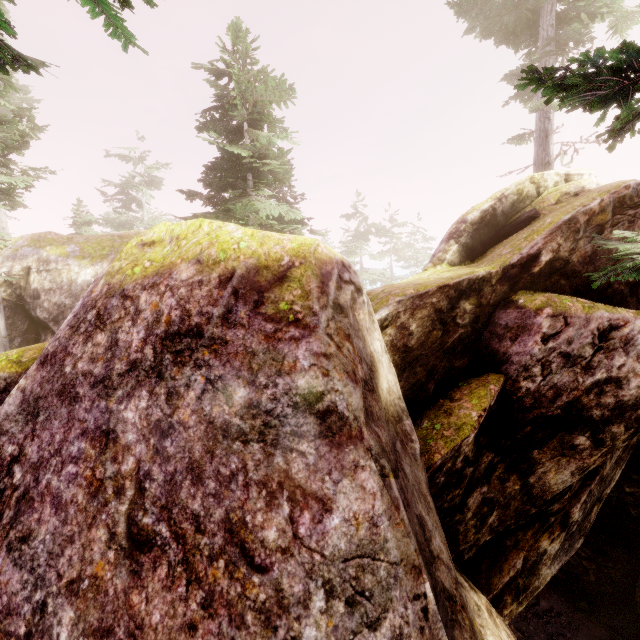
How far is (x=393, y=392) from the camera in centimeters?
475cm

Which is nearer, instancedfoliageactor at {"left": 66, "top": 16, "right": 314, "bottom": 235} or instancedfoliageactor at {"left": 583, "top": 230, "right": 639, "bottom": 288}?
instancedfoliageactor at {"left": 583, "top": 230, "right": 639, "bottom": 288}

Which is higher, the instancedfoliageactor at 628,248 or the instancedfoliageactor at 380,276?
the instancedfoliageactor at 380,276

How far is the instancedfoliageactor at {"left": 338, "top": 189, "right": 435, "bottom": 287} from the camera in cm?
3731

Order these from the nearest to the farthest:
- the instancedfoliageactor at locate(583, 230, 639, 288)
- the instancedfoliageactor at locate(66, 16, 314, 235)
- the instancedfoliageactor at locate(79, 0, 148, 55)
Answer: the instancedfoliageactor at locate(79, 0, 148, 55), the instancedfoliageactor at locate(583, 230, 639, 288), the instancedfoliageactor at locate(66, 16, 314, 235)

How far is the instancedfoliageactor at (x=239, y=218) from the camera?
10.8m
